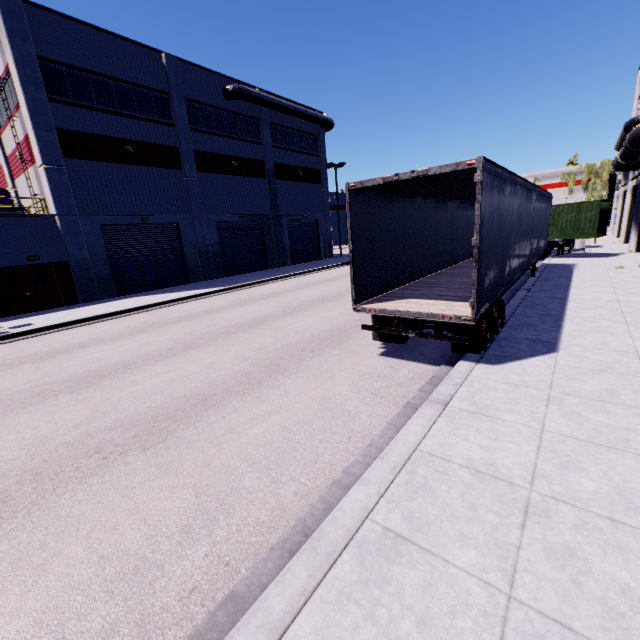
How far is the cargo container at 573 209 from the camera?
18.8 meters

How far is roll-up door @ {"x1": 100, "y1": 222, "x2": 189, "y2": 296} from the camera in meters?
20.2 m

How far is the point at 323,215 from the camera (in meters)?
35.34

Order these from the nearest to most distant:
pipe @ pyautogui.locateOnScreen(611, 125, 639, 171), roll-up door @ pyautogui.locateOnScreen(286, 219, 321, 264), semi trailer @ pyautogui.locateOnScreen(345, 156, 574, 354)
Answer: semi trailer @ pyautogui.locateOnScreen(345, 156, 574, 354) < pipe @ pyautogui.locateOnScreen(611, 125, 639, 171) < roll-up door @ pyautogui.locateOnScreen(286, 219, 321, 264)

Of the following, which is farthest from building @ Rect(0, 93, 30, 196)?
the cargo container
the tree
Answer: the cargo container

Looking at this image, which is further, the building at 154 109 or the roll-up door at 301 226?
the roll-up door at 301 226

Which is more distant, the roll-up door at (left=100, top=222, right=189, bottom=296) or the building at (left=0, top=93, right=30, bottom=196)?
the roll-up door at (left=100, top=222, right=189, bottom=296)
